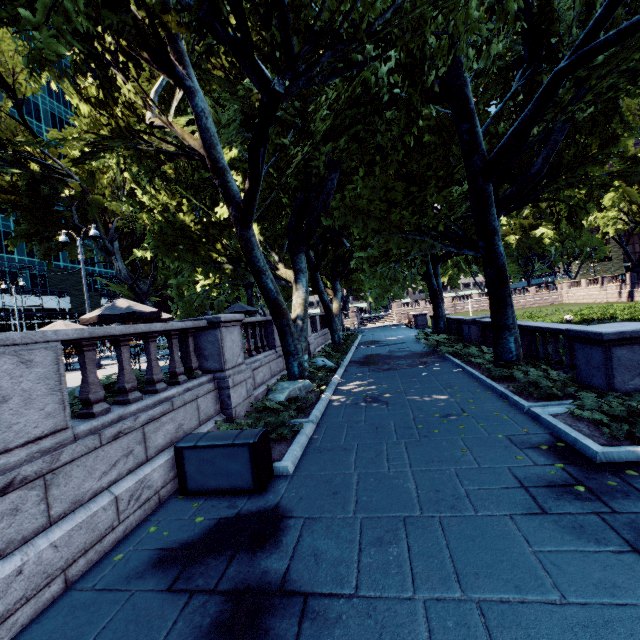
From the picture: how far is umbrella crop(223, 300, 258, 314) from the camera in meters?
21.3

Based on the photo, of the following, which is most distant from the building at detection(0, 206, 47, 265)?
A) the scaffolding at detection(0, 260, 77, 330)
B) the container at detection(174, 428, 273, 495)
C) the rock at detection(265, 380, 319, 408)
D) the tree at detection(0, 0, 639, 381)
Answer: the container at detection(174, 428, 273, 495)

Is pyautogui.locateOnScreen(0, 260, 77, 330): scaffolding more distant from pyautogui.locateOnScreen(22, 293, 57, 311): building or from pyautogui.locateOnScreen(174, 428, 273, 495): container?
pyautogui.locateOnScreen(174, 428, 273, 495): container

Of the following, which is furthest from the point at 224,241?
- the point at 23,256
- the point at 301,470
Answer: the point at 23,256

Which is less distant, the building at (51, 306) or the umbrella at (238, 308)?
the umbrella at (238, 308)

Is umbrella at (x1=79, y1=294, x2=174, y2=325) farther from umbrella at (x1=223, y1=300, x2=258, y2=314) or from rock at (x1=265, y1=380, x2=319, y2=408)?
umbrella at (x1=223, y1=300, x2=258, y2=314)

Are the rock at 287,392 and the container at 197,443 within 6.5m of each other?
yes

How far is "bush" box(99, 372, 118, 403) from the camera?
6.2m
